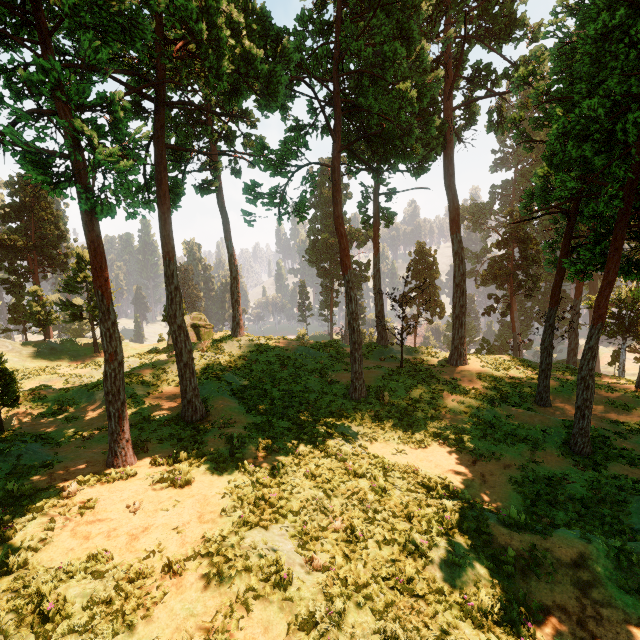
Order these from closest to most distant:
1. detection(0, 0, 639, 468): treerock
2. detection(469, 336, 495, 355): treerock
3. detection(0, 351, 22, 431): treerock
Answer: detection(0, 0, 639, 468): treerock < detection(0, 351, 22, 431): treerock < detection(469, 336, 495, 355): treerock

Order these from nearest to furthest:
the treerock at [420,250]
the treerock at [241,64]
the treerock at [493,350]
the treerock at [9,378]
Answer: the treerock at [241,64]
the treerock at [9,378]
the treerock at [420,250]
the treerock at [493,350]

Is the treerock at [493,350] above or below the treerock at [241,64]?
below

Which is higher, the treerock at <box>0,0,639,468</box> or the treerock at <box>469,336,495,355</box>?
the treerock at <box>0,0,639,468</box>

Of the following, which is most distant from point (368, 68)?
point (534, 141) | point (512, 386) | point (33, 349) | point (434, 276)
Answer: point (33, 349)

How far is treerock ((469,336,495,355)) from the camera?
32.28m
